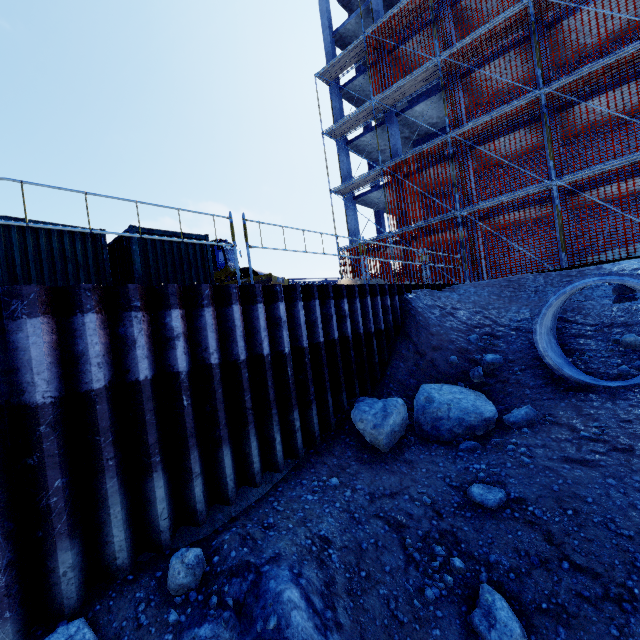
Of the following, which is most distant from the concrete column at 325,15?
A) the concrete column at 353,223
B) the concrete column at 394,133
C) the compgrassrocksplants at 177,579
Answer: the compgrassrocksplants at 177,579

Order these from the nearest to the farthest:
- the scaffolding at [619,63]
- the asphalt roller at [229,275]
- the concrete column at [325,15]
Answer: the scaffolding at [619,63] → the asphalt roller at [229,275] → the concrete column at [325,15]

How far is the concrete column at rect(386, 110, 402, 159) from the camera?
20.5m

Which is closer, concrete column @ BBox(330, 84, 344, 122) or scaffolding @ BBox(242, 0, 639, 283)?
scaffolding @ BBox(242, 0, 639, 283)

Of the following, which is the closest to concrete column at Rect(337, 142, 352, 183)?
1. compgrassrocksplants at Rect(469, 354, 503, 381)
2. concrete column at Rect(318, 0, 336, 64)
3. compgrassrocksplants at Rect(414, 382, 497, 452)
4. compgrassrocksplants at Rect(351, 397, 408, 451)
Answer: concrete column at Rect(318, 0, 336, 64)

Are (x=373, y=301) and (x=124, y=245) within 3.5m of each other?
no

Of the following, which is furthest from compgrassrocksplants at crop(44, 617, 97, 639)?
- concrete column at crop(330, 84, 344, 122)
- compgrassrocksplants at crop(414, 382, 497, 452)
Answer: concrete column at crop(330, 84, 344, 122)

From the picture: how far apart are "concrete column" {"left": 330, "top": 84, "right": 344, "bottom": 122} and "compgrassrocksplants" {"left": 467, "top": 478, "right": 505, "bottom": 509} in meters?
24.4 m
